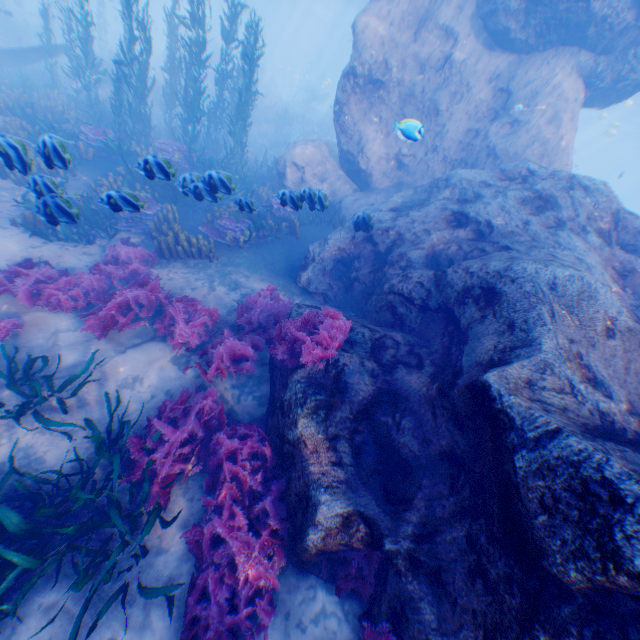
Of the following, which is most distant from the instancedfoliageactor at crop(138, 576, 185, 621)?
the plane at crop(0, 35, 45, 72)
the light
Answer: the light

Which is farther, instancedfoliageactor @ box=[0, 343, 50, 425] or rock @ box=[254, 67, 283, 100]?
rock @ box=[254, 67, 283, 100]

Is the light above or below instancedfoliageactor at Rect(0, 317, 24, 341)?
above

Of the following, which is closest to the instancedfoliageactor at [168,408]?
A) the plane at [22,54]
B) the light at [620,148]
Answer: the plane at [22,54]

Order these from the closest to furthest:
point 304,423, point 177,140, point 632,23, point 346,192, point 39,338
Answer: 1. point 304,423
2. point 39,338
3. point 632,23
4. point 346,192
5. point 177,140

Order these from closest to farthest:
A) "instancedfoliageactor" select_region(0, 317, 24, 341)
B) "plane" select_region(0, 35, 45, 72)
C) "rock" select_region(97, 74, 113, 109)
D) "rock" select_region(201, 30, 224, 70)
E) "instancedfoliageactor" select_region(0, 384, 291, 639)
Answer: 1. "instancedfoliageactor" select_region(0, 384, 291, 639)
2. "instancedfoliageactor" select_region(0, 317, 24, 341)
3. "plane" select_region(0, 35, 45, 72)
4. "rock" select_region(97, 74, 113, 109)
5. "rock" select_region(201, 30, 224, 70)

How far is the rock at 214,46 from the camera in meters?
27.6

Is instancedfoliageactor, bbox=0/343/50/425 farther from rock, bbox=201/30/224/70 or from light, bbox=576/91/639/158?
light, bbox=576/91/639/158
